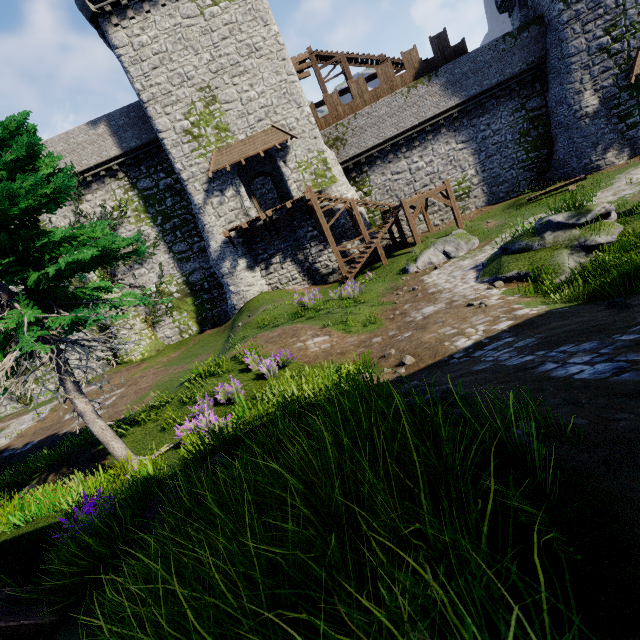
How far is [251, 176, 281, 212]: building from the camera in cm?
2923

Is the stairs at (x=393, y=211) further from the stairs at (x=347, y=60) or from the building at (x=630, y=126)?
the building at (x=630, y=126)

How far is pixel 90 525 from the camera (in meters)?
4.47

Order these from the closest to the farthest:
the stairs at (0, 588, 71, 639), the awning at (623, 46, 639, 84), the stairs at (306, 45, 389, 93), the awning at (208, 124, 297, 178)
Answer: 1. the stairs at (0, 588, 71, 639)
2. the awning at (623, 46, 639, 84)
3. the awning at (208, 124, 297, 178)
4. the stairs at (306, 45, 389, 93)

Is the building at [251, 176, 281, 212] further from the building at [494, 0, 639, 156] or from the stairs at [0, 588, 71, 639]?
the stairs at [0, 588, 71, 639]

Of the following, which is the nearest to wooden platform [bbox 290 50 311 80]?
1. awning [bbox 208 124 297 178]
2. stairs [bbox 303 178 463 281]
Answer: awning [bbox 208 124 297 178]

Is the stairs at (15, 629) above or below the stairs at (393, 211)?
below

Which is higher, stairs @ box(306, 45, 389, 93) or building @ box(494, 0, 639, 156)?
stairs @ box(306, 45, 389, 93)
